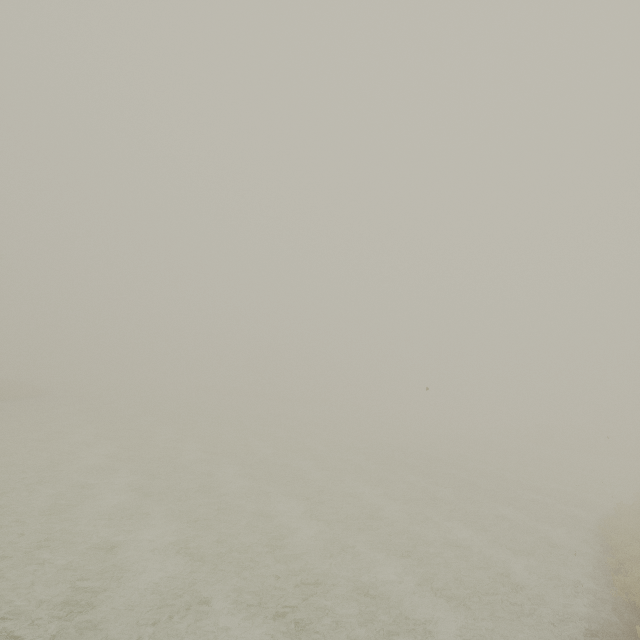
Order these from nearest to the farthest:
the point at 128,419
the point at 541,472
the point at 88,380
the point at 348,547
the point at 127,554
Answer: the point at 127,554 → the point at 348,547 → the point at 541,472 → the point at 128,419 → the point at 88,380
